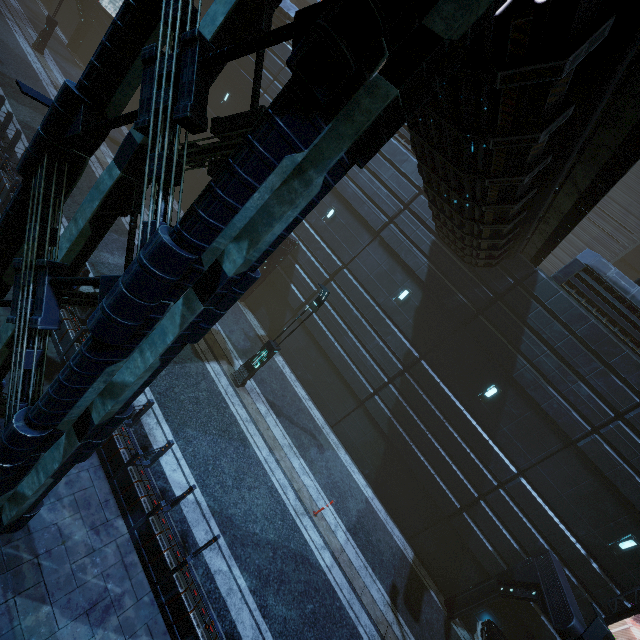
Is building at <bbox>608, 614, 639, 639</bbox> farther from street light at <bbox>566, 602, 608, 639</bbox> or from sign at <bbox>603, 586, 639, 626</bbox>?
street light at <bbox>566, 602, 608, 639</bbox>

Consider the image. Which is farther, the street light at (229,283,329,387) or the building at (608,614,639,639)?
the street light at (229,283,329,387)

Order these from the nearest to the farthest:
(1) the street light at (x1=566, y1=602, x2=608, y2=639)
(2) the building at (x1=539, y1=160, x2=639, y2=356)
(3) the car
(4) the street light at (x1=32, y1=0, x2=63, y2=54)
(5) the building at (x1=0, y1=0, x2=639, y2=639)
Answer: (5) the building at (x1=0, y1=0, x2=639, y2=639) < (1) the street light at (x1=566, y1=602, x2=608, y2=639) < (3) the car < (2) the building at (x1=539, y1=160, x2=639, y2=356) < (4) the street light at (x1=32, y1=0, x2=63, y2=54)

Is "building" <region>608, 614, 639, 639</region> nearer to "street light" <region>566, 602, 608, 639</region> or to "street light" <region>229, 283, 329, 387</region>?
"street light" <region>566, 602, 608, 639</region>

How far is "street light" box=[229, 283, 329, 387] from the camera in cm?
1191

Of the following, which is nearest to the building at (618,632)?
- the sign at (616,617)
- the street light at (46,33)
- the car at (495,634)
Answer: the sign at (616,617)

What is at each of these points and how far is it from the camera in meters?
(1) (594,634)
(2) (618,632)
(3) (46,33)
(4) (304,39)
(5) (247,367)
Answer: (1) street light, 8.4 m
(2) building, 11.5 m
(3) street light, 21.8 m
(4) building, 2.3 m
(5) street light, 13.0 m

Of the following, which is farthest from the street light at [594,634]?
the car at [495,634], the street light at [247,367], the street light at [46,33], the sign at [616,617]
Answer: the street light at [46,33]
